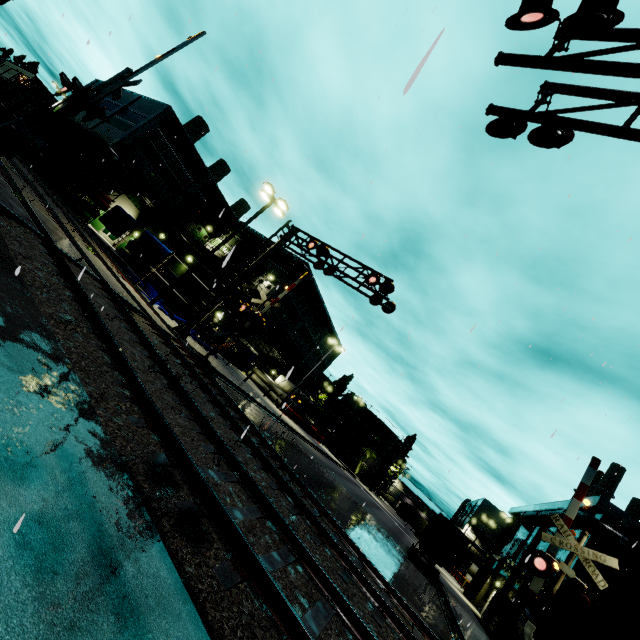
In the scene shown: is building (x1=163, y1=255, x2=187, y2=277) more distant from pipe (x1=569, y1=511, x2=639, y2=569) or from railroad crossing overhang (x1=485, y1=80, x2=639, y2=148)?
railroad crossing overhang (x1=485, y1=80, x2=639, y2=148)

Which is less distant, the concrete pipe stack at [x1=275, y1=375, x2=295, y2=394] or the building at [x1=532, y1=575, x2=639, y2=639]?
the building at [x1=532, y1=575, x2=639, y2=639]

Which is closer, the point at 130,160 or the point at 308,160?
the point at 308,160

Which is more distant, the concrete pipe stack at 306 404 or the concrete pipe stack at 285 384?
the concrete pipe stack at 285 384

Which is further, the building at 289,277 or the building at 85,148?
the building at 289,277

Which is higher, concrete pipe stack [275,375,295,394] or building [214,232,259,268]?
building [214,232,259,268]

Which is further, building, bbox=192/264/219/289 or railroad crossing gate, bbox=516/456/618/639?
building, bbox=192/264/219/289

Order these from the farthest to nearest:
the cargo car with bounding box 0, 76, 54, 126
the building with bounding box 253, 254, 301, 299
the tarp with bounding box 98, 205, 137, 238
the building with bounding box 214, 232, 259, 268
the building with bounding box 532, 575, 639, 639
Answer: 1. the building with bounding box 214, 232, 259, 268
2. the building with bounding box 253, 254, 301, 299
3. the cargo car with bounding box 0, 76, 54, 126
4. the tarp with bounding box 98, 205, 137, 238
5. the building with bounding box 532, 575, 639, 639
